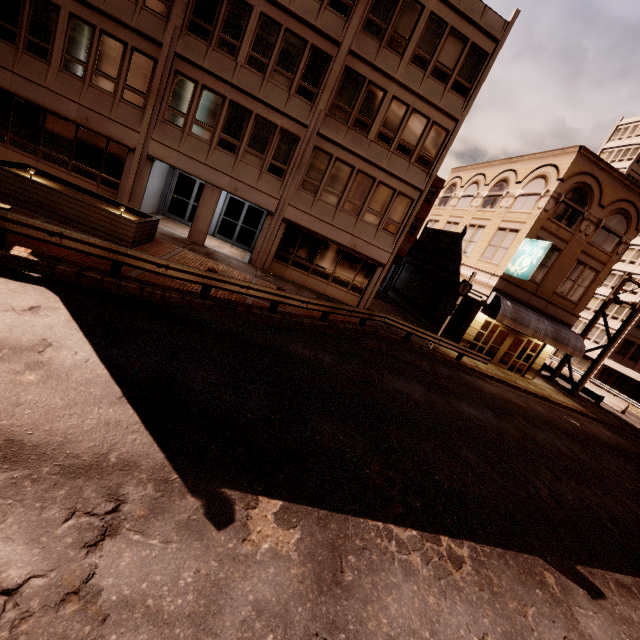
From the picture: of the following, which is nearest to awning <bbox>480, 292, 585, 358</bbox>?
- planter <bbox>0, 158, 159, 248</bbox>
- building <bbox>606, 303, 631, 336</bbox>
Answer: planter <bbox>0, 158, 159, 248</bbox>

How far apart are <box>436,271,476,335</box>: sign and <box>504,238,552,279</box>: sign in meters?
3.5

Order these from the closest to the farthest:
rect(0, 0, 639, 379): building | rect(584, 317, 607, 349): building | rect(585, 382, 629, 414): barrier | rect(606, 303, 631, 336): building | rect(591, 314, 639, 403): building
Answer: rect(0, 0, 639, 379): building, rect(585, 382, 629, 414): barrier, rect(591, 314, 639, 403): building, rect(606, 303, 631, 336): building, rect(584, 317, 607, 349): building

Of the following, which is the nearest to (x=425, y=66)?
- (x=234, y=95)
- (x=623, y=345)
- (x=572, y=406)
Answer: (x=234, y=95)

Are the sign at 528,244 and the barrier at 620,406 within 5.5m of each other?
no

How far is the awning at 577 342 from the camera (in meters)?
19.45

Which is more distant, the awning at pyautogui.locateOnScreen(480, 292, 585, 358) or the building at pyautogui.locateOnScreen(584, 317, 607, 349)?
the building at pyautogui.locateOnScreen(584, 317, 607, 349)

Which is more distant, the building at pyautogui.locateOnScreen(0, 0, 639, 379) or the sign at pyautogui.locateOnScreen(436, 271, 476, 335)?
the sign at pyautogui.locateOnScreen(436, 271, 476, 335)
